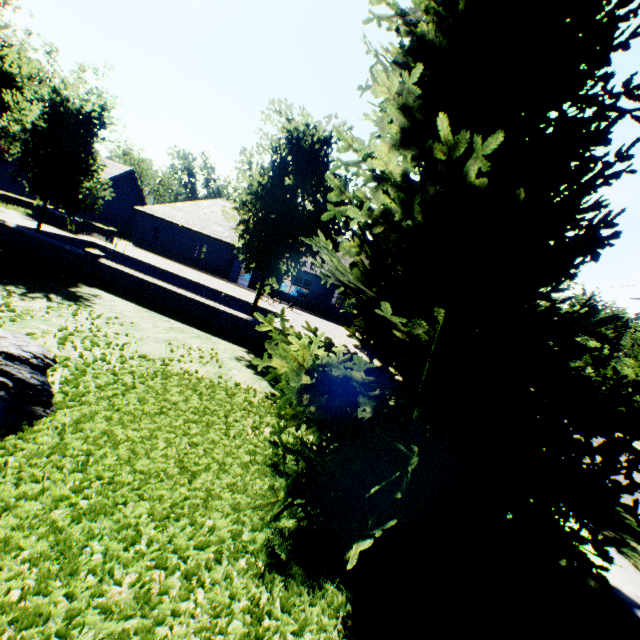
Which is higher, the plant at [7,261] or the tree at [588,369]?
the tree at [588,369]

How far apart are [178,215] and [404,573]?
35.1 meters

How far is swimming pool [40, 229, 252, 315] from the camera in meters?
20.1 m

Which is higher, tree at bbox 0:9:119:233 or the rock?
tree at bbox 0:9:119:233

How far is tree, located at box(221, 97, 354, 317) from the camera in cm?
970

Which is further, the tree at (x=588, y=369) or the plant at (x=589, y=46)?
the tree at (x=588, y=369)

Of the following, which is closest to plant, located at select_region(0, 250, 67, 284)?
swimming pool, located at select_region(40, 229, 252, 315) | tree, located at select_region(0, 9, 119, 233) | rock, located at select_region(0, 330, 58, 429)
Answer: rock, located at select_region(0, 330, 58, 429)

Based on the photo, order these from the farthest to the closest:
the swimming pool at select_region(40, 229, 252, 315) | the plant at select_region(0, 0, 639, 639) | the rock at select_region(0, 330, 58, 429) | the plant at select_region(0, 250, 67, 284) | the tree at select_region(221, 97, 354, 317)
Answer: the swimming pool at select_region(40, 229, 252, 315), the tree at select_region(221, 97, 354, 317), the plant at select_region(0, 250, 67, 284), the rock at select_region(0, 330, 58, 429), the plant at select_region(0, 0, 639, 639)
